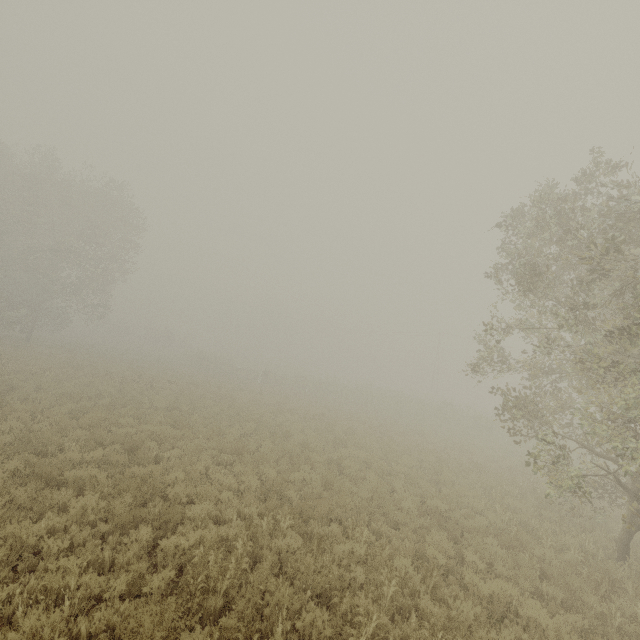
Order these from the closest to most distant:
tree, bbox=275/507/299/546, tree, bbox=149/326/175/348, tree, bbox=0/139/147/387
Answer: tree, bbox=275/507/299/546, tree, bbox=0/139/147/387, tree, bbox=149/326/175/348

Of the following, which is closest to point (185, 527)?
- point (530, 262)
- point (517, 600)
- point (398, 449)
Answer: point (517, 600)

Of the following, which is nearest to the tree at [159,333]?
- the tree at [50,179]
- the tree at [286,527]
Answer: the tree at [50,179]

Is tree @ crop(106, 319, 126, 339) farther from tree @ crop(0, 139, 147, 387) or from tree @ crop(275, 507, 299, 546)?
tree @ crop(275, 507, 299, 546)

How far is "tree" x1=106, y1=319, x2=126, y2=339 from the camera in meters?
58.1

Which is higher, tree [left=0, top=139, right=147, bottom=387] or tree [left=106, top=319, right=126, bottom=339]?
tree [left=0, top=139, right=147, bottom=387]

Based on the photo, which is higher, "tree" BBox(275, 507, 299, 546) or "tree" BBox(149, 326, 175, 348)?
"tree" BBox(149, 326, 175, 348)

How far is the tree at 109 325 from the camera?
58.1m
